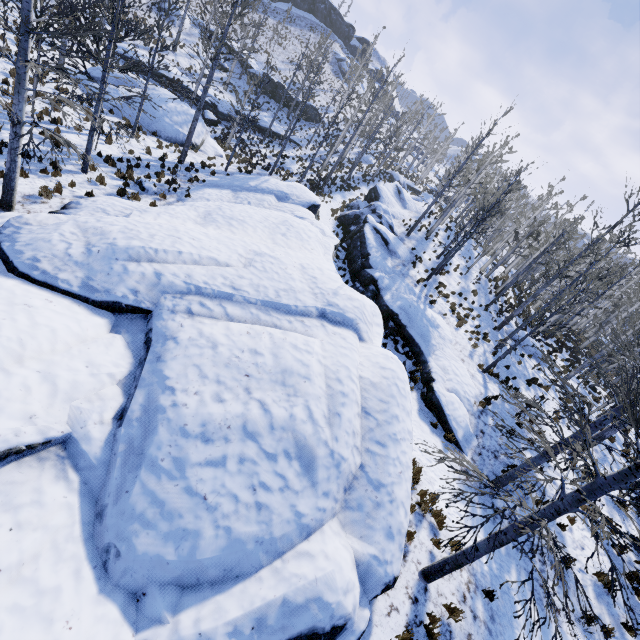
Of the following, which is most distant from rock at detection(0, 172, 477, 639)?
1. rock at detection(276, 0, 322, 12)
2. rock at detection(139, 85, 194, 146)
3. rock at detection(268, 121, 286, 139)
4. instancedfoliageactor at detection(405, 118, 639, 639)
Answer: rock at detection(276, 0, 322, 12)

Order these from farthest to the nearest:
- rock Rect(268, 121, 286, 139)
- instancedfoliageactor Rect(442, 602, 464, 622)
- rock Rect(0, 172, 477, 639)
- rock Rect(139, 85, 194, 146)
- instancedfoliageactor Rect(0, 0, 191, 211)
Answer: rock Rect(268, 121, 286, 139) < rock Rect(139, 85, 194, 146) < instancedfoliageactor Rect(0, 0, 191, 211) < instancedfoliageactor Rect(442, 602, 464, 622) < rock Rect(0, 172, 477, 639)

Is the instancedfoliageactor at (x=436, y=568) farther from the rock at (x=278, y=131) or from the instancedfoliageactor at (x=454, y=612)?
the rock at (x=278, y=131)

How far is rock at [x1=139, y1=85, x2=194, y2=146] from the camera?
21.20m

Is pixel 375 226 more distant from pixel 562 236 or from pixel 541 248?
pixel 541 248

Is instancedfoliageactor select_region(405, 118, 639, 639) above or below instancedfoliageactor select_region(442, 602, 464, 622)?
above

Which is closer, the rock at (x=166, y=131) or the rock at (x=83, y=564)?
the rock at (x=83, y=564)

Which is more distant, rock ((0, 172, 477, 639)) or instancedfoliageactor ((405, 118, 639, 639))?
instancedfoliageactor ((405, 118, 639, 639))
